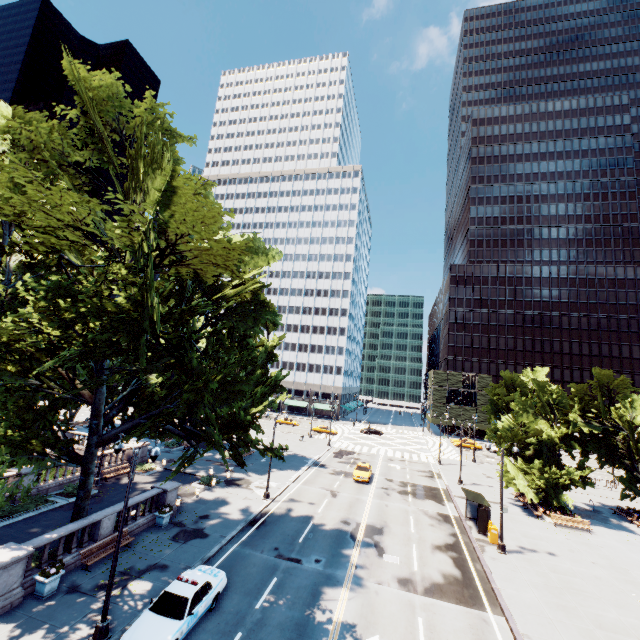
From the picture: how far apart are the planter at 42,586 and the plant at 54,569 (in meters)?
0.03

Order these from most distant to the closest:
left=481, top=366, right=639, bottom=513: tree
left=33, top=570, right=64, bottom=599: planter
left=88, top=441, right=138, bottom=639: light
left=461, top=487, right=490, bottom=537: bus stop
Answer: left=481, top=366, right=639, bottom=513: tree < left=461, top=487, right=490, bottom=537: bus stop < left=33, top=570, right=64, bottom=599: planter < left=88, top=441, right=138, bottom=639: light

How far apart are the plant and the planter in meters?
0.0

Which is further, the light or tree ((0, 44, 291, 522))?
the light

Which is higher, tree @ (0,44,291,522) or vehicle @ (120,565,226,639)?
tree @ (0,44,291,522)

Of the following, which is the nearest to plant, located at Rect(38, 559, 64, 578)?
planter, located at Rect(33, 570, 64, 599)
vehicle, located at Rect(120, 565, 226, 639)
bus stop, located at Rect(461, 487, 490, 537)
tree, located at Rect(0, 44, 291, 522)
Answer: planter, located at Rect(33, 570, 64, 599)

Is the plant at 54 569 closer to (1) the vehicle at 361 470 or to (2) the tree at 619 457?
(2) the tree at 619 457

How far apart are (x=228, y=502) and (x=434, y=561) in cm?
1596
